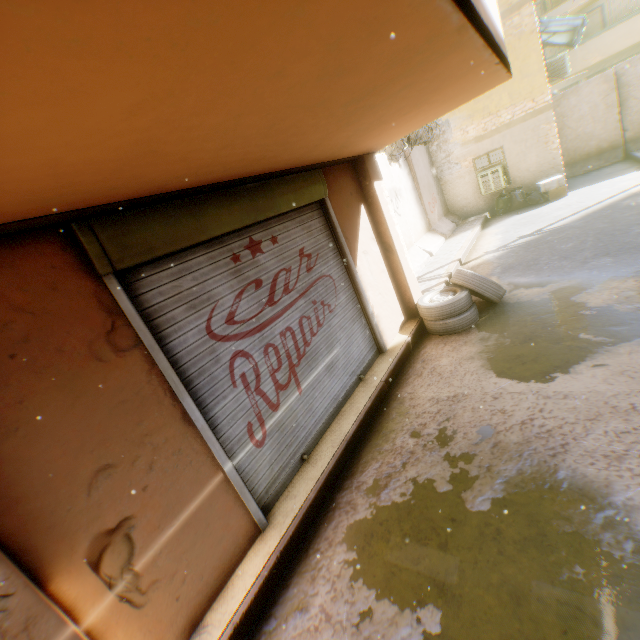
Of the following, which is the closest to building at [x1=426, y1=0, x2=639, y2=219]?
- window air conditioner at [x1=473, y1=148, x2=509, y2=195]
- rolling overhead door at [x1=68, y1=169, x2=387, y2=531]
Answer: rolling overhead door at [x1=68, y1=169, x2=387, y2=531]

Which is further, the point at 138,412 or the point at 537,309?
the point at 537,309

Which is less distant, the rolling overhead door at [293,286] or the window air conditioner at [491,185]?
the rolling overhead door at [293,286]

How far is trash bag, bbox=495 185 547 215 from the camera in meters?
11.9 m

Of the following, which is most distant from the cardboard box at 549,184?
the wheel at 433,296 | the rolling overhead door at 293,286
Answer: the rolling overhead door at 293,286

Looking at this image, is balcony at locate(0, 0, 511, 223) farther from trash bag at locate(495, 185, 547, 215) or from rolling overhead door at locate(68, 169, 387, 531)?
trash bag at locate(495, 185, 547, 215)

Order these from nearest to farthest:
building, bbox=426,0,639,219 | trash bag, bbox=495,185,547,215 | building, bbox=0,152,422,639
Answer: building, bbox=0,152,422,639 < building, bbox=426,0,639,219 < trash bag, bbox=495,185,547,215

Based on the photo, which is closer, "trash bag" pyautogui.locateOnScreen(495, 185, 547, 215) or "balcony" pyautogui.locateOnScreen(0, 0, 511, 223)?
"balcony" pyautogui.locateOnScreen(0, 0, 511, 223)
